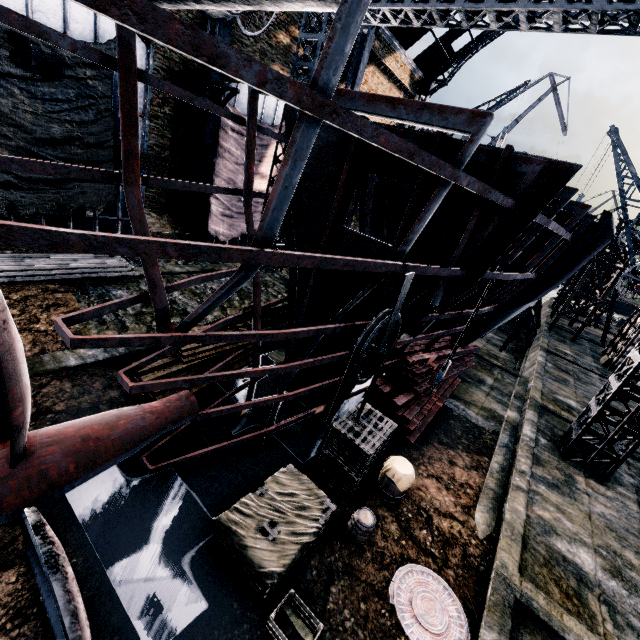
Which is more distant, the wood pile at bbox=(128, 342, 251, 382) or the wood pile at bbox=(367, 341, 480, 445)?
the wood pile at bbox=(367, 341, 480, 445)

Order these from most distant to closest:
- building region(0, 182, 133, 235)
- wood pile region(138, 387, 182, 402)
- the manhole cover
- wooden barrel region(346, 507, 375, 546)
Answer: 1. building region(0, 182, 133, 235)
2. wood pile region(138, 387, 182, 402)
3. wooden barrel region(346, 507, 375, 546)
4. the manhole cover

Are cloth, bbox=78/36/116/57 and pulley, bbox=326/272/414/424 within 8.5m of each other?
no

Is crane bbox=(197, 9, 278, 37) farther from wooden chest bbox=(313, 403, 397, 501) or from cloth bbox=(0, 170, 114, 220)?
wooden chest bbox=(313, 403, 397, 501)

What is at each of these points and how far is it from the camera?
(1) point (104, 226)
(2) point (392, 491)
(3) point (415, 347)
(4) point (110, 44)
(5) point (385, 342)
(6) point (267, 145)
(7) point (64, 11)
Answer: (1) building, 17.38m
(2) wooden barrel, 8.95m
(3) wood pile, 13.70m
(4) cloth, 13.42m
(5) pulley, 6.71m
(6) cloth, 21.42m
(7) building, 12.72m

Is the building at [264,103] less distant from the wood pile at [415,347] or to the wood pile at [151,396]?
the wood pile at [415,347]

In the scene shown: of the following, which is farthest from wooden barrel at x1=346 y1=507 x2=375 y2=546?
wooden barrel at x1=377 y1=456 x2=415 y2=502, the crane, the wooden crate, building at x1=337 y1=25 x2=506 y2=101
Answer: building at x1=337 y1=25 x2=506 y2=101

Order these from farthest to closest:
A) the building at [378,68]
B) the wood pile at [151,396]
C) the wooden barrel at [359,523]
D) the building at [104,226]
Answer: the building at [378,68], the building at [104,226], the wood pile at [151,396], the wooden barrel at [359,523]
